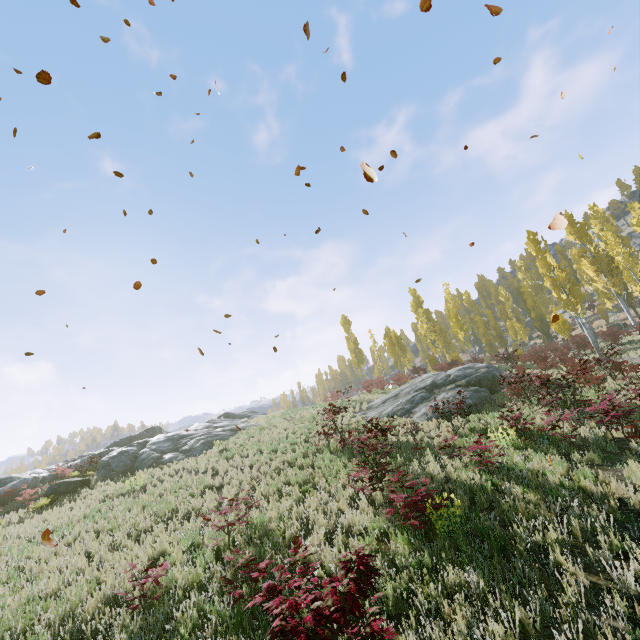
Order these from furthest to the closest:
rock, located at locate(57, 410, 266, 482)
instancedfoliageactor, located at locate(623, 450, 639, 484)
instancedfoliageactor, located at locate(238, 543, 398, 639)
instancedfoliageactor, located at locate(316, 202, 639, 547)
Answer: rock, located at locate(57, 410, 266, 482) → instancedfoliageactor, located at locate(316, 202, 639, 547) → instancedfoliageactor, located at locate(623, 450, 639, 484) → instancedfoliageactor, located at locate(238, 543, 398, 639)

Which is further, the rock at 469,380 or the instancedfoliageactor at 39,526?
the rock at 469,380

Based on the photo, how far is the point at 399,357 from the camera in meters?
47.6

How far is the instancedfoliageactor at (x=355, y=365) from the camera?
30.0m

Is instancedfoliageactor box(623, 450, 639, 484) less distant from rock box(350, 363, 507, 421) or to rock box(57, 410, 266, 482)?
rock box(350, 363, 507, 421)

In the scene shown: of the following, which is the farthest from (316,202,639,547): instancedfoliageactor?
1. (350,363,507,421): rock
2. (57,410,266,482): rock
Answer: (57,410,266,482): rock

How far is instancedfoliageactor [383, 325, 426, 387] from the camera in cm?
2958
